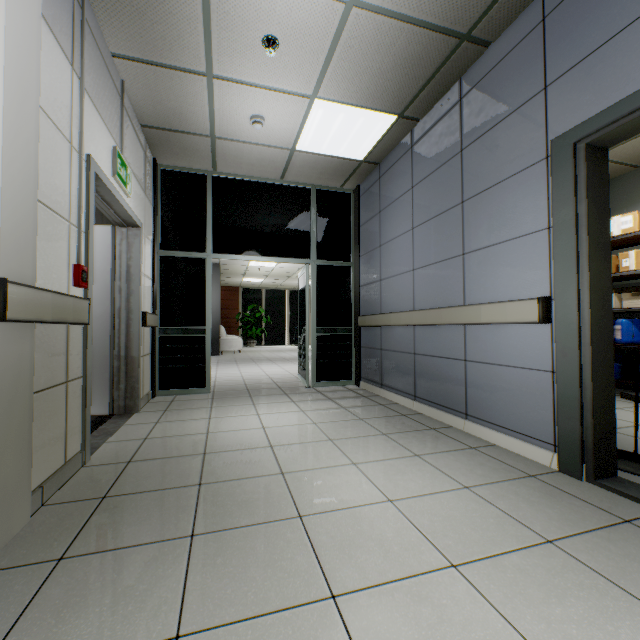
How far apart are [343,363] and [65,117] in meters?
4.3 m

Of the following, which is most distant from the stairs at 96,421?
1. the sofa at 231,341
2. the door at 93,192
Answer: the sofa at 231,341

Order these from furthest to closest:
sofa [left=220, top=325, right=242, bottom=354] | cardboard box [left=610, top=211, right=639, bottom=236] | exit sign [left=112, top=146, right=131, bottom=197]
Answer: sofa [left=220, top=325, right=242, bottom=354], cardboard box [left=610, top=211, right=639, bottom=236], exit sign [left=112, top=146, right=131, bottom=197]

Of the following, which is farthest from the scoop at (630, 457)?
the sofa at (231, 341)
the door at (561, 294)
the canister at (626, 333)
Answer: the sofa at (231, 341)

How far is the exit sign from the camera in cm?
279

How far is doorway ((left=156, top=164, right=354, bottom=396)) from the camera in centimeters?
458cm

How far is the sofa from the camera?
11.72m

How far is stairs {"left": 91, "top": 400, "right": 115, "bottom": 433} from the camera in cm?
305
